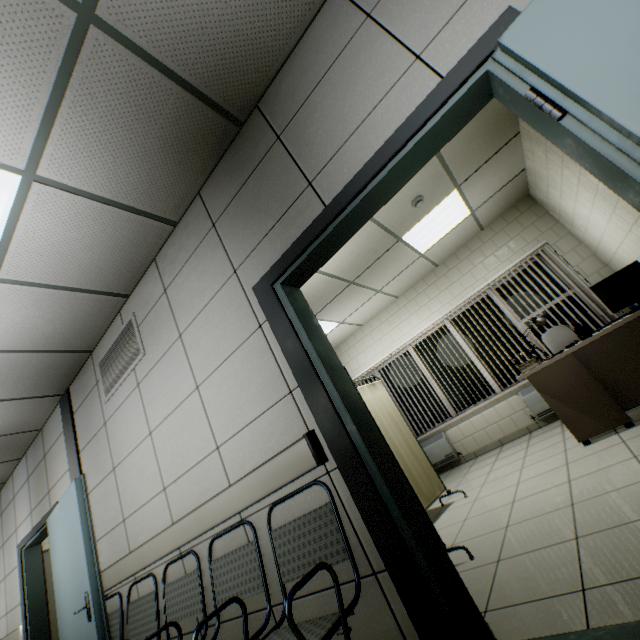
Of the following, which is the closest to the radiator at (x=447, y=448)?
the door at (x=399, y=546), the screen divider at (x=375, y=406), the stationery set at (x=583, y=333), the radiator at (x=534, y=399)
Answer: the radiator at (x=534, y=399)

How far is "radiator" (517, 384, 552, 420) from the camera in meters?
5.1

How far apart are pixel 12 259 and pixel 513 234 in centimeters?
669cm

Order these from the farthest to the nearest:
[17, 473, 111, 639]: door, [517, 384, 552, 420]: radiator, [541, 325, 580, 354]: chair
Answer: [517, 384, 552, 420]: radiator → [541, 325, 580, 354]: chair → [17, 473, 111, 639]: door

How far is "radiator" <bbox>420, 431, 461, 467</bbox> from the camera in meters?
5.9

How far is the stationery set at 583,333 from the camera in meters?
3.4

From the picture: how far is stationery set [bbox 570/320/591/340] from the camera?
3.37m

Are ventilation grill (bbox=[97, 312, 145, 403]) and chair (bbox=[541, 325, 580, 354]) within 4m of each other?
no
